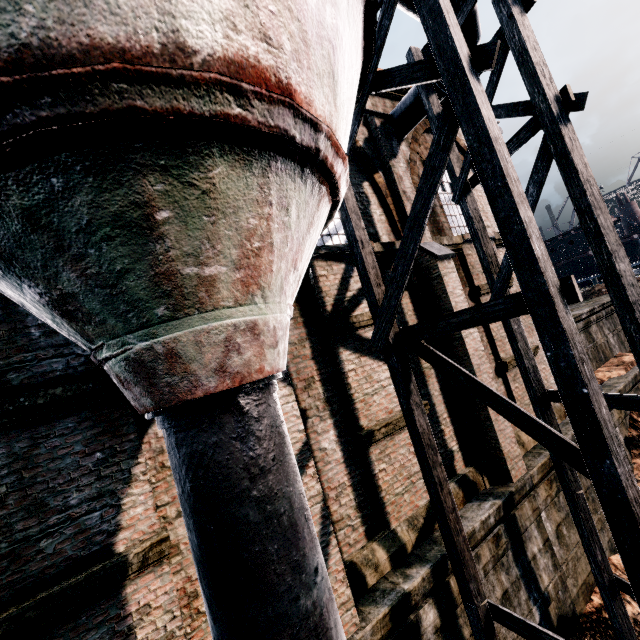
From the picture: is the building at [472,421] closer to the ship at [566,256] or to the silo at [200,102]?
the silo at [200,102]

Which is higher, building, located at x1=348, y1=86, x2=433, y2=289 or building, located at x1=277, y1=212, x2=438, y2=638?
building, located at x1=348, y1=86, x2=433, y2=289

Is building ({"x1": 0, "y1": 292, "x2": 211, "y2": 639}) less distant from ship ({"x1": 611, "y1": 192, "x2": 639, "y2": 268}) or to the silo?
the silo

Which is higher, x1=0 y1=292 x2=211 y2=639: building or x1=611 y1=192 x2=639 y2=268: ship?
x1=611 y1=192 x2=639 y2=268: ship

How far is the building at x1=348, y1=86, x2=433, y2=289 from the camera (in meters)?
8.91

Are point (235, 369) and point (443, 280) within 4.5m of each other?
no
